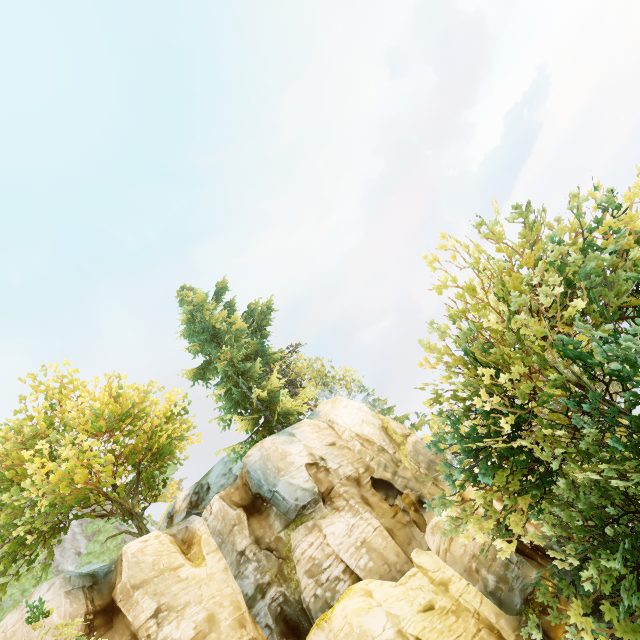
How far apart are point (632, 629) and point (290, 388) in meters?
22.9 m

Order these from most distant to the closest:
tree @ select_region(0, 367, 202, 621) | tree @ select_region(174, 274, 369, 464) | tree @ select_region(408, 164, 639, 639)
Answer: tree @ select_region(174, 274, 369, 464), tree @ select_region(0, 367, 202, 621), tree @ select_region(408, 164, 639, 639)

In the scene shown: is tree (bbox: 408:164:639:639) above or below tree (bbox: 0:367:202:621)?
below

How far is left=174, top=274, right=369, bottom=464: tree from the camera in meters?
22.0

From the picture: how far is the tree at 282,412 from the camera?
22.0m

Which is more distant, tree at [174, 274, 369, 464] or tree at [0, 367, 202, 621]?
tree at [174, 274, 369, 464]

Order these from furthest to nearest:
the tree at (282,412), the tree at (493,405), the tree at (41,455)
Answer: the tree at (282,412), the tree at (41,455), the tree at (493,405)
